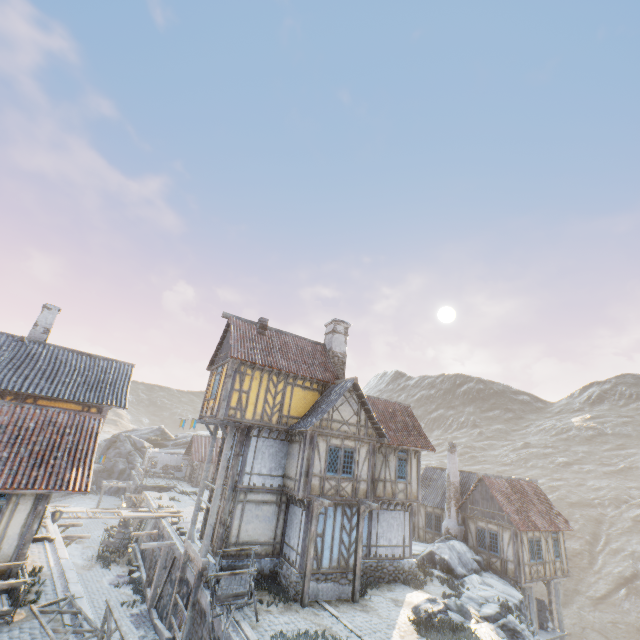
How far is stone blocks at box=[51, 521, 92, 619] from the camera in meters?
11.3 m

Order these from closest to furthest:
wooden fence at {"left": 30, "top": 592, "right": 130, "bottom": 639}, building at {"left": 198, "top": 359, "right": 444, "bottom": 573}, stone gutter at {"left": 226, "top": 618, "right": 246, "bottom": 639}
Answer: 1. wooden fence at {"left": 30, "top": 592, "right": 130, "bottom": 639}
2. stone gutter at {"left": 226, "top": 618, "right": 246, "bottom": 639}
3. building at {"left": 198, "top": 359, "right": 444, "bottom": 573}

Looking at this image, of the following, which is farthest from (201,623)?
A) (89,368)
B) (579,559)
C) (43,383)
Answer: (579,559)

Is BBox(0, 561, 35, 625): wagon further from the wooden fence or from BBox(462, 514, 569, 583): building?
BBox(462, 514, 569, 583): building

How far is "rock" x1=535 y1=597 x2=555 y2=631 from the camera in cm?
2156

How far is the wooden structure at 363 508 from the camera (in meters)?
14.66

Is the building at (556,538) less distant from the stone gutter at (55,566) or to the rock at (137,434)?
the rock at (137,434)

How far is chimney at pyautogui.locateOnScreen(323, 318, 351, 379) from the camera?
21.61m
